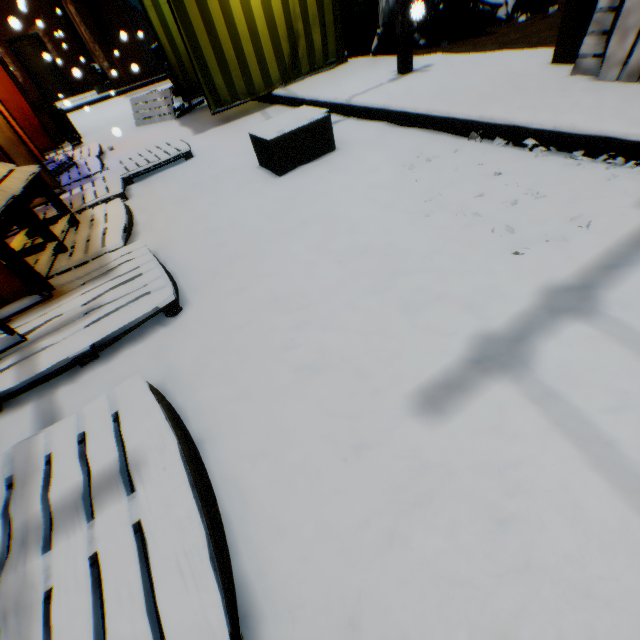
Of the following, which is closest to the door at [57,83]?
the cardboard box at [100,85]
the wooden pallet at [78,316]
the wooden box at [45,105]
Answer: the cardboard box at [100,85]

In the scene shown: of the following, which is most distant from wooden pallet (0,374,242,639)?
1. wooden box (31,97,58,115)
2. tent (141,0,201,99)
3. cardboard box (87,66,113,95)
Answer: cardboard box (87,66,113,95)

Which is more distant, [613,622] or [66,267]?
[66,267]

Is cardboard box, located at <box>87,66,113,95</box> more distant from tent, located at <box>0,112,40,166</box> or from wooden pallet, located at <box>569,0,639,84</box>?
wooden pallet, located at <box>569,0,639,84</box>

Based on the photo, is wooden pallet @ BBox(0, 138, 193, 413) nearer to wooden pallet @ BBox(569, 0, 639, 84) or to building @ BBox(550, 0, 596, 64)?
building @ BBox(550, 0, 596, 64)

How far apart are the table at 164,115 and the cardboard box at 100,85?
9.3m

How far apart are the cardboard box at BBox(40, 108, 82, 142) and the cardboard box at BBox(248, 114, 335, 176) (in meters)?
3.61

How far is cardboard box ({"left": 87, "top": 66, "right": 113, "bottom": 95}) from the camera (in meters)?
13.87
